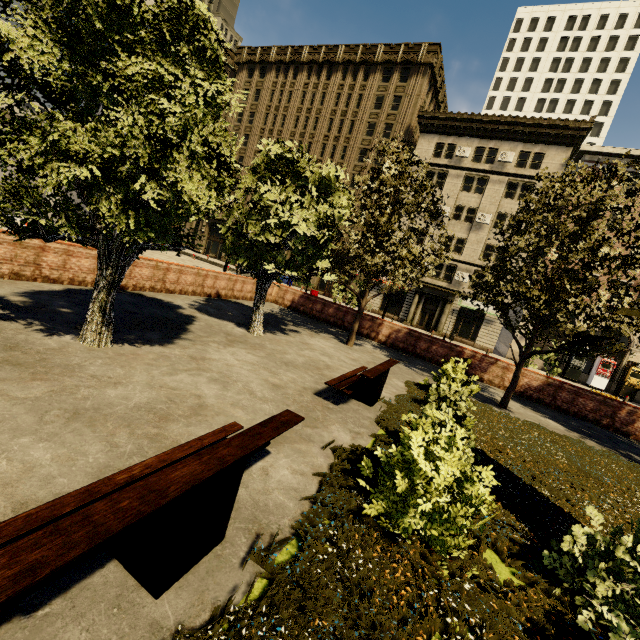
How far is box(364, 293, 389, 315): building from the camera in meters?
36.3 m

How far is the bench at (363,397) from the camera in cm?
657

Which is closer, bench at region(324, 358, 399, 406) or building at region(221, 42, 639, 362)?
bench at region(324, 358, 399, 406)

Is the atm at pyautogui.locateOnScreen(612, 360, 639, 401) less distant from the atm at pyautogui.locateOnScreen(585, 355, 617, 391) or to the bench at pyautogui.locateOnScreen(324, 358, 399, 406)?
the atm at pyautogui.locateOnScreen(585, 355, 617, 391)

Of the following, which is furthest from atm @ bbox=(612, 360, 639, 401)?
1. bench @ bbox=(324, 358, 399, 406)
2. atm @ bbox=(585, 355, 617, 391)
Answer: bench @ bbox=(324, 358, 399, 406)

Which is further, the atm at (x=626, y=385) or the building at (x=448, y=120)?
the building at (x=448, y=120)

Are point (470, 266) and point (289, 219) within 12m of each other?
no

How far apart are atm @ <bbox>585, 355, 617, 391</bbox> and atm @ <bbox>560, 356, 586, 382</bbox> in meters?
0.8
